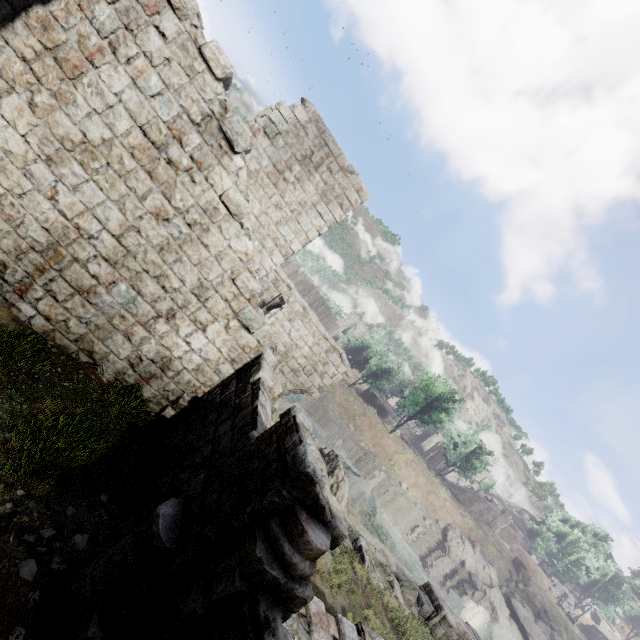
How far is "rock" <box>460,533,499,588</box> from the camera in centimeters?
3906cm

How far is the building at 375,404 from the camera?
54.3 meters

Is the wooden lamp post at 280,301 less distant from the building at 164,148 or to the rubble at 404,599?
the building at 164,148

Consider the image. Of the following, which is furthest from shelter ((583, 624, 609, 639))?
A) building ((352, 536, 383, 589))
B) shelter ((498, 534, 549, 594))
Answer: building ((352, 536, 383, 589))

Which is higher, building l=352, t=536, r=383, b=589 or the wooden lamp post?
the wooden lamp post

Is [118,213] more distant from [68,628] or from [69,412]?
[68,628]

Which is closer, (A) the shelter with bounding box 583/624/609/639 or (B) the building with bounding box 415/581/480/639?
(B) the building with bounding box 415/581/480/639

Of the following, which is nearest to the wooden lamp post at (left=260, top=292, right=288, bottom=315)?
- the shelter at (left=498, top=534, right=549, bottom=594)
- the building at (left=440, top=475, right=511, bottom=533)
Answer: the building at (left=440, top=475, right=511, bottom=533)
